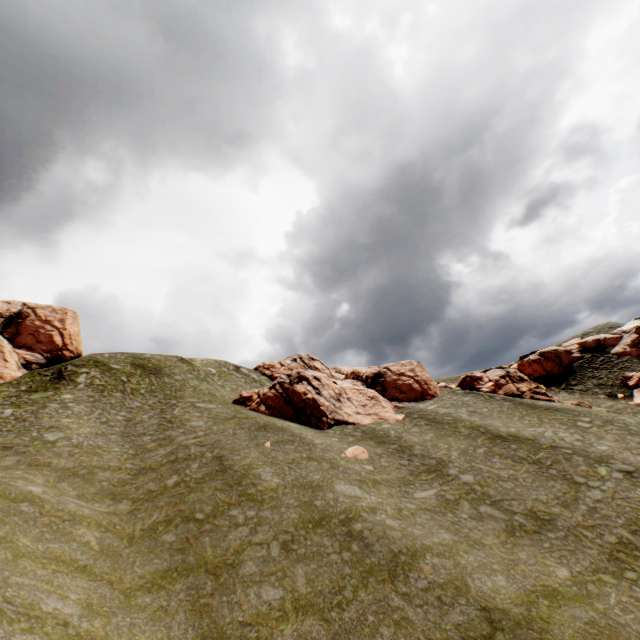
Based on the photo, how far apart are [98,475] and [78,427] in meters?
9.0

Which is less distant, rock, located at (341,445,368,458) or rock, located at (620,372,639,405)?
rock, located at (341,445,368,458)

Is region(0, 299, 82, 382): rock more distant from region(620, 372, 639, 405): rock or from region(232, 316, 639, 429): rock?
region(232, 316, 639, 429): rock

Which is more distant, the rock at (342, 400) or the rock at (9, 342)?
the rock at (9, 342)

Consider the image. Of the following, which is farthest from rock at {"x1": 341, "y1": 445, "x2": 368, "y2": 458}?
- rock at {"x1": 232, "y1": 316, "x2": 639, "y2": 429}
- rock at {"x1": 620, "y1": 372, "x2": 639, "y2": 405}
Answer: rock at {"x1": 620, "y1": 372, "x2": 639, "y2": 405}

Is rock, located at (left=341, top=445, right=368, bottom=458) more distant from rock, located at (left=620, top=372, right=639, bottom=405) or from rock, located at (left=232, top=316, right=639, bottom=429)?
rock, located at (left=620, top=372, right=639, bottom=405)

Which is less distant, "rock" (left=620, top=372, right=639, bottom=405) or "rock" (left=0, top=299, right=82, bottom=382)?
"rock" (left=0, top=299, right=82, bottom=382)

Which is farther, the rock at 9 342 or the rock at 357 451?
the rock at 9 342
